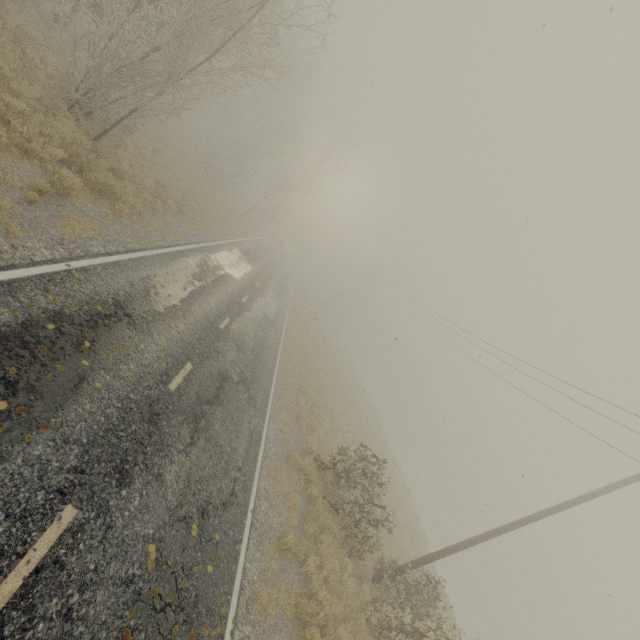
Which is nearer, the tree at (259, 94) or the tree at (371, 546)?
the tree at (371, 546)

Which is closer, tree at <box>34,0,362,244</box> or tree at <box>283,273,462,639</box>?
tree at <box>283,273,462,639</box>

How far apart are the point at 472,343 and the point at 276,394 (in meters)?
15.37
